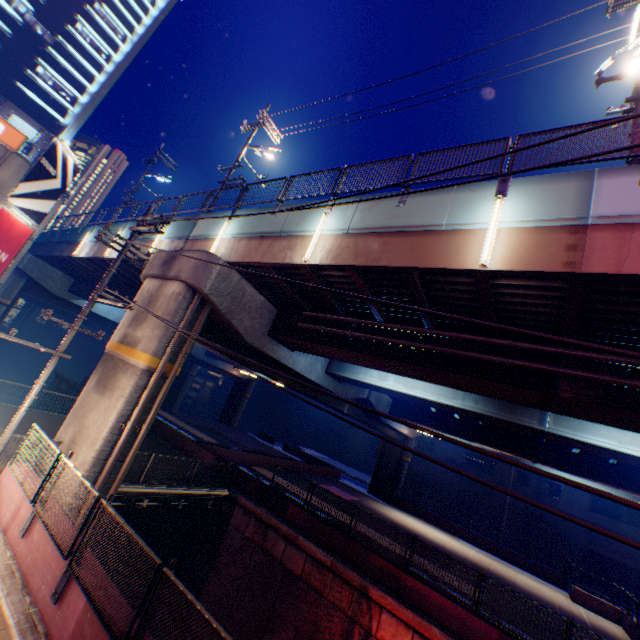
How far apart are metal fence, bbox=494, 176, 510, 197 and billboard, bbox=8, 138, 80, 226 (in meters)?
21.62

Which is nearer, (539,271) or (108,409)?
(539,271)

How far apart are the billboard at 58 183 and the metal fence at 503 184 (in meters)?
21.62

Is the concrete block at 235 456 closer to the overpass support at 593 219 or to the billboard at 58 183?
the overpass support at 593 219

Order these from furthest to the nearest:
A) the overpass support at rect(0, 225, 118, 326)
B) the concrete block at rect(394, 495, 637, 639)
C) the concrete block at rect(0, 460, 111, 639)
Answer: the overpass support at rect(0, 225, 118, 326) < the concrete block at rect(394, 495, 637, 639) < the concrete block at rect(0, 460, 111, 639)

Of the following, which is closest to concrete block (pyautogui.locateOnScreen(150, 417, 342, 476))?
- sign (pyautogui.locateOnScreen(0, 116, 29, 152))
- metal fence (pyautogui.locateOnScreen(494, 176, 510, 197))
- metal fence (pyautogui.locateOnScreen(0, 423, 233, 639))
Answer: metal fence (pyautogui.locateOnScreen(0, 423, 233, 639))

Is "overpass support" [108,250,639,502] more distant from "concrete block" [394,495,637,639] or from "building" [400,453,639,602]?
"building" [400,453,639,602]

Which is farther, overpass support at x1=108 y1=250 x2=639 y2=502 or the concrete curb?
overpass support at x1=108 y1=250 x2=639 y2=502
